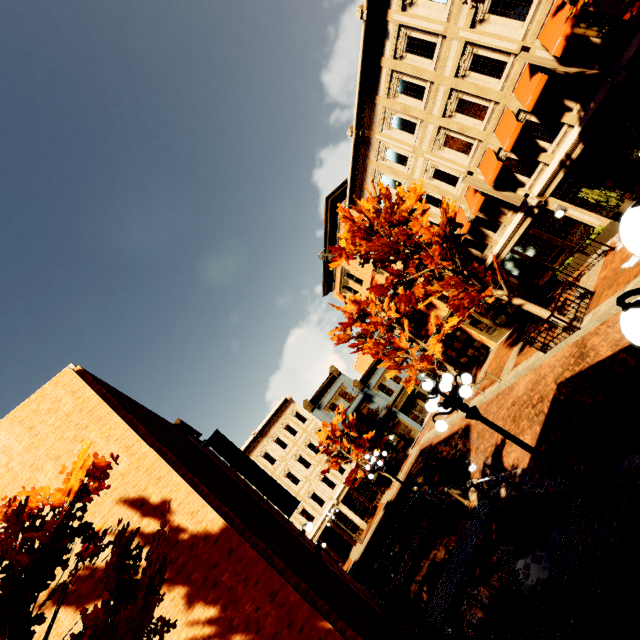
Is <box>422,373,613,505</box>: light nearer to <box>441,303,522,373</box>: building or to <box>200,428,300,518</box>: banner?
<box>200,428,300,518</box>: banner

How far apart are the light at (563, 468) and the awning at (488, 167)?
12.2m

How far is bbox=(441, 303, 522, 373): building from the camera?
20.7 meters

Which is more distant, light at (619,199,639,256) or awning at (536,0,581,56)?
awning at (536,0,581,56)

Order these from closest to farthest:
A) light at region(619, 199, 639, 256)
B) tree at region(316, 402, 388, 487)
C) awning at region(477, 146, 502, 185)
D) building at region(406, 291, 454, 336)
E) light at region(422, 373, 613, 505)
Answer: light at region(619, 199, 639, 256) → light at region(422, 373, 613, 505) → awning at region(477, 146, 502, 185) → building at region(406, 291, 454, 336) → tree at region(316, 402, 388, 487)

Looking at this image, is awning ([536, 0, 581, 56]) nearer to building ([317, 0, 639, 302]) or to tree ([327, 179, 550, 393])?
building ([317, 0, 639, 302])

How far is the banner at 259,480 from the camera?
13.73m

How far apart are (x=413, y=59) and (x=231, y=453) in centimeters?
1966cm
